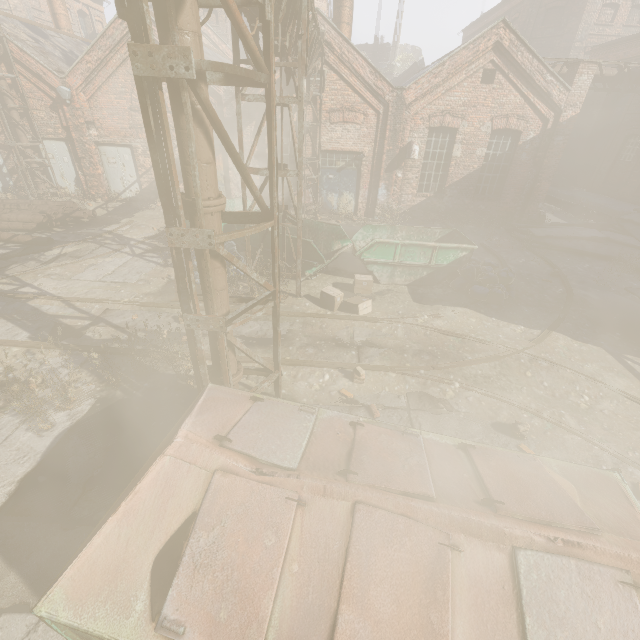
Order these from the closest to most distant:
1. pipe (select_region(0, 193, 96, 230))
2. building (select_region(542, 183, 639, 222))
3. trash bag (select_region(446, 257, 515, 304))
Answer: trash bag (select_region(446, 257, 515, 304)), pipe (select_region(0, 193, 96, 230)), building (select_region(542, 183, 639, 222))

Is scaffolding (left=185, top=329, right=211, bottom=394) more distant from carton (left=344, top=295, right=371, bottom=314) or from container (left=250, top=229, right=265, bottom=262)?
container (left=250, top=229, right=265, bottom=262)

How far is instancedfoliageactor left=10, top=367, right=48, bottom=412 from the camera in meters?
4.4 m

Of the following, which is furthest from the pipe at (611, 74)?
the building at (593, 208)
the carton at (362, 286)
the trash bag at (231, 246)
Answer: the trash bag at (231, 246)

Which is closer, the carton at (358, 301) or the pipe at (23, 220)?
the carton at (358, 301)

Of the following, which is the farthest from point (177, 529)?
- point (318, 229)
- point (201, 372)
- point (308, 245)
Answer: point (318, 229)

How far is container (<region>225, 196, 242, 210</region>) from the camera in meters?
12.3 m

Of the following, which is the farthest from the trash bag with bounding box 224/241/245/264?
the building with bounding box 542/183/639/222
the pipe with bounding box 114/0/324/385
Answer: the building with bounding box 542/183/639/222
